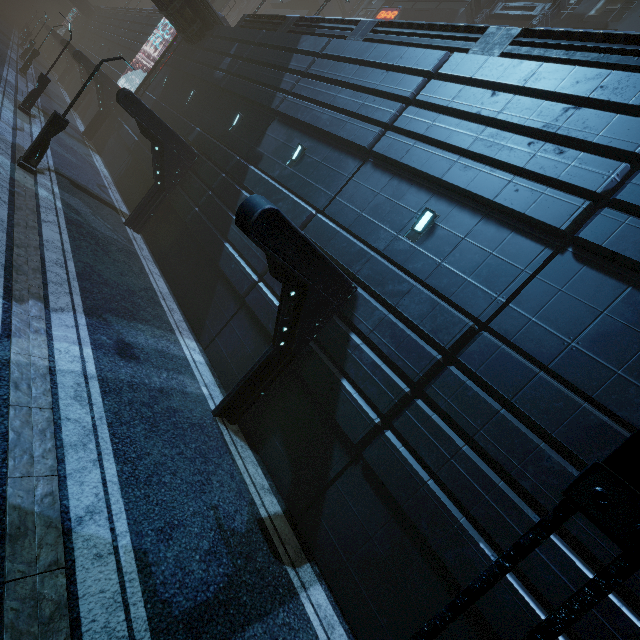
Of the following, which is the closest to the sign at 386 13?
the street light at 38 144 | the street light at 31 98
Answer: the street light at 31 98

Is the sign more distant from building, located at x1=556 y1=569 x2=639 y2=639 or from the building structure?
Result: the building structure

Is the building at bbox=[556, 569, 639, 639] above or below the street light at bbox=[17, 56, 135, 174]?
above

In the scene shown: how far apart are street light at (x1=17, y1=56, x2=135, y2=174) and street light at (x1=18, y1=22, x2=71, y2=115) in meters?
10.1

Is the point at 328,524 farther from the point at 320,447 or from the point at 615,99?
the point at 615,99

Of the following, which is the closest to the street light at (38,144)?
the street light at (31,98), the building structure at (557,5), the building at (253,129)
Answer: the building at (253,129)

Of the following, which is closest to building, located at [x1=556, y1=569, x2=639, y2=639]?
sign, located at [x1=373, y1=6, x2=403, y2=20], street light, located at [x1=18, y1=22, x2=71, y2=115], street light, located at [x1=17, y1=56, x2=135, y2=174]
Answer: sign, located at [x1=373, y1=6, x2=403, y2=20]

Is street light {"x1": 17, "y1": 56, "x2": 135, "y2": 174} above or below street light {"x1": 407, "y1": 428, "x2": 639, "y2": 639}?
A: below
